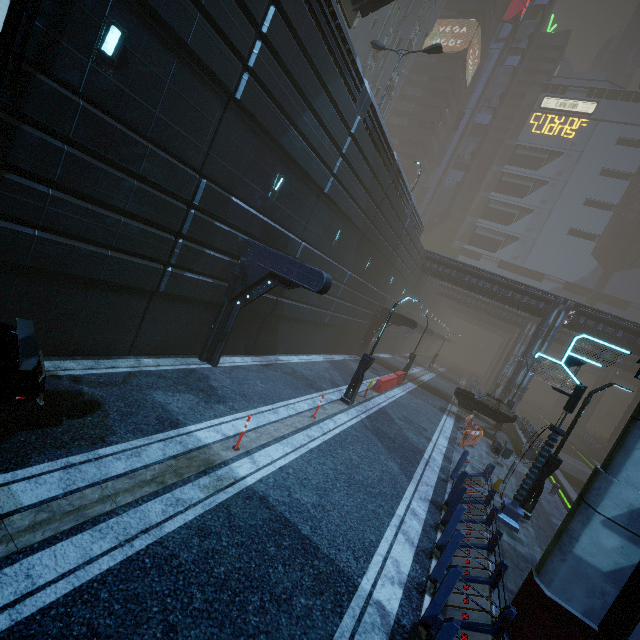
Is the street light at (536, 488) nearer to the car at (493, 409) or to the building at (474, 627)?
the building at (474, 627)

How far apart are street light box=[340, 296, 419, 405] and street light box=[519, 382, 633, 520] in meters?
6.7

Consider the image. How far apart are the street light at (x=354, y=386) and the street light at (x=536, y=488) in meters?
6.7

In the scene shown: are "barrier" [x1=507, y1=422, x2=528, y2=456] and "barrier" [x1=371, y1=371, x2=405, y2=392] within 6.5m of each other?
no

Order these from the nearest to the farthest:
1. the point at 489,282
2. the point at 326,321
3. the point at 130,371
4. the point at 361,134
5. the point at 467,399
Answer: the point at 130,371 < the point at 361,134 < the point at 326,321 < the point at 467,399 < the point at 489,282

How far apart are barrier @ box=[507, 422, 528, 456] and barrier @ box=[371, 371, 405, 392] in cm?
820

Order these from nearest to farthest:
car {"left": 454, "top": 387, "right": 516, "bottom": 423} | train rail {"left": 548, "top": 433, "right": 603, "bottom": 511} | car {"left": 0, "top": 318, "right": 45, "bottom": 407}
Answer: car {"left": 0, "top": 318, "right": 45, "bottom": 407} < train rail {"left": 548, "top": 433, "right": 603, "bottom": 511} < car {"left": 454, "top": 387, "right": 516, "bottom": 423}

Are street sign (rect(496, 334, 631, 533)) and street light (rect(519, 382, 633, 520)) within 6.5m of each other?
yes
